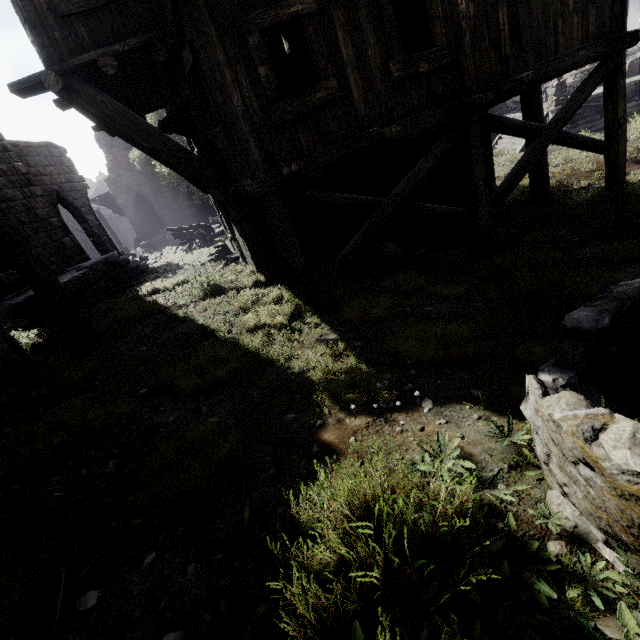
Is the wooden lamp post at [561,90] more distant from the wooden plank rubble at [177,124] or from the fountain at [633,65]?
the wooden plank rubble at [177,124]

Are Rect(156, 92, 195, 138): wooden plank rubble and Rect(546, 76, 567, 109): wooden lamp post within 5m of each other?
no

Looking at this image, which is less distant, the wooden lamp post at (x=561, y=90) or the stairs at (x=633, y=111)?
the stairs at (x=633, y=111)

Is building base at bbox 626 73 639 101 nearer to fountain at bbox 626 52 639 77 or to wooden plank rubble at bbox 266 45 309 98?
fountain at bbox 626 52 639 77

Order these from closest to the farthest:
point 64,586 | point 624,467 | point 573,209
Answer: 1. point 624,467
2. point 64,586
3. point 573,209

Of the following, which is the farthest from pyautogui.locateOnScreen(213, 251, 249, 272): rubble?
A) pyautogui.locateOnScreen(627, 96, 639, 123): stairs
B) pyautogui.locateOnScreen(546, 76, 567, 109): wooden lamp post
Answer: pyautogui.locateOnScreen(546, 76, 567, 109): wooden lamp post

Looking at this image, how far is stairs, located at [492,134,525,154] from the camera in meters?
17.9

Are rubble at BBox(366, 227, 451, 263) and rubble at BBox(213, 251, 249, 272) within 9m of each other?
yes
